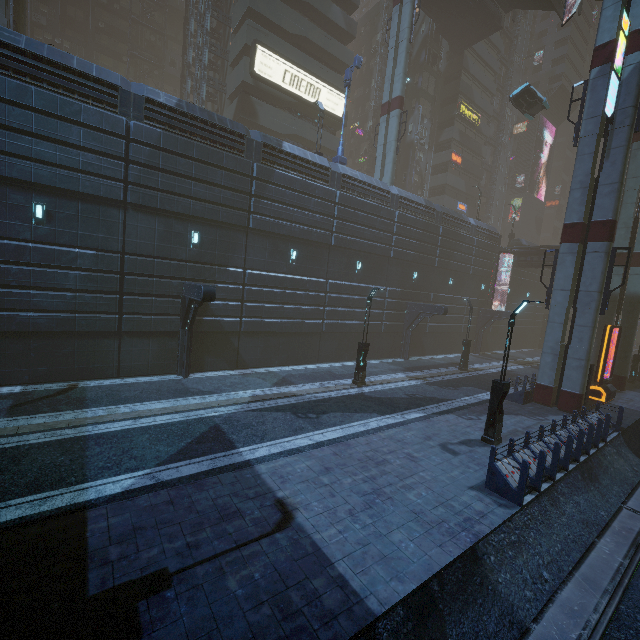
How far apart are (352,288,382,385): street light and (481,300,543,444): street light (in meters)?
6.68

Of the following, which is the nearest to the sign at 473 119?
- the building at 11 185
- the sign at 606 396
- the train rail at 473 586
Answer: the building at 11 185

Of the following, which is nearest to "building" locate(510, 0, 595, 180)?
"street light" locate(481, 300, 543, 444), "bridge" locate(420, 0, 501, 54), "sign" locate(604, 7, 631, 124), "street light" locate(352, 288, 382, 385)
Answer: "sign" locate(604, 7, 631, 124)

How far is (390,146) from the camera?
27.80m

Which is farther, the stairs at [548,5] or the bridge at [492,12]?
the bridge at [492,12]

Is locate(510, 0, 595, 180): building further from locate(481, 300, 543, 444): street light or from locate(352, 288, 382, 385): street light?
locate(352, 288, 382, 385): street light

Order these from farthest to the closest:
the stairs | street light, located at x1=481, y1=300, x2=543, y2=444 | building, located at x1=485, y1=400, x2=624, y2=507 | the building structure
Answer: the stairs
the building structure
street light, located at x1=481, y1=300, x2=543, y2=444
building, located at x1=485, y1=400, x2=624, y2=507

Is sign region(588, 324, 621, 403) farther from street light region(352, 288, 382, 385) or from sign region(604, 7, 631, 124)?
street light region(352, 288, 382, 385)
